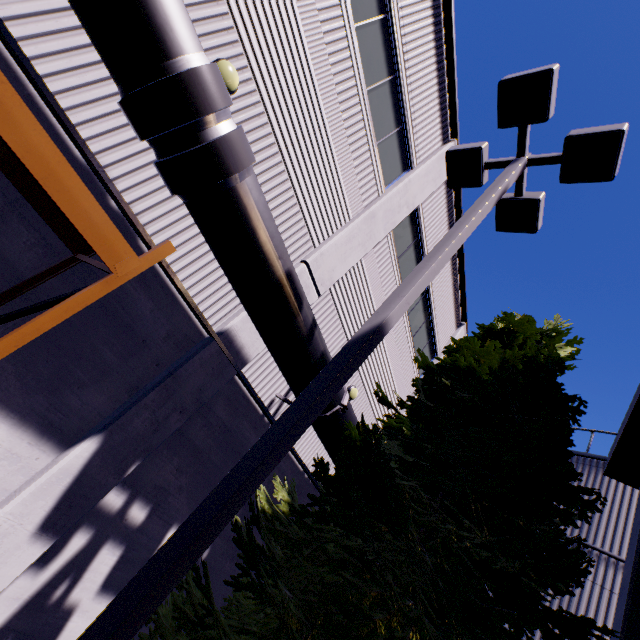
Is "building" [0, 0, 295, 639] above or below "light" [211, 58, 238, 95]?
below

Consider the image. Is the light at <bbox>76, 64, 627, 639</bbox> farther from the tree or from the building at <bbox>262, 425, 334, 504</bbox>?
the building at <bbox>262, 425, 334, 504</bbox>

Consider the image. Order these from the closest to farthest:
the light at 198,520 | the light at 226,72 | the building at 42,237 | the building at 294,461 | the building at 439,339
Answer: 1. the light at 198,520
2. the building at 42,237
3. the light at 226,72
4. the building at 294,461
5. the building at 439,339

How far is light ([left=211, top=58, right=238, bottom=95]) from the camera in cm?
482

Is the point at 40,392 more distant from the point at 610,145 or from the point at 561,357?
the point at 610,145

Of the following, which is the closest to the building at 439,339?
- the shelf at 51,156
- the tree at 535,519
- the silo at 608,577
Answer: the shelf at 51,156

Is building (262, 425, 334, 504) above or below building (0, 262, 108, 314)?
above

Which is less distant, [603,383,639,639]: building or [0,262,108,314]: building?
[0,262,108,314]: building
